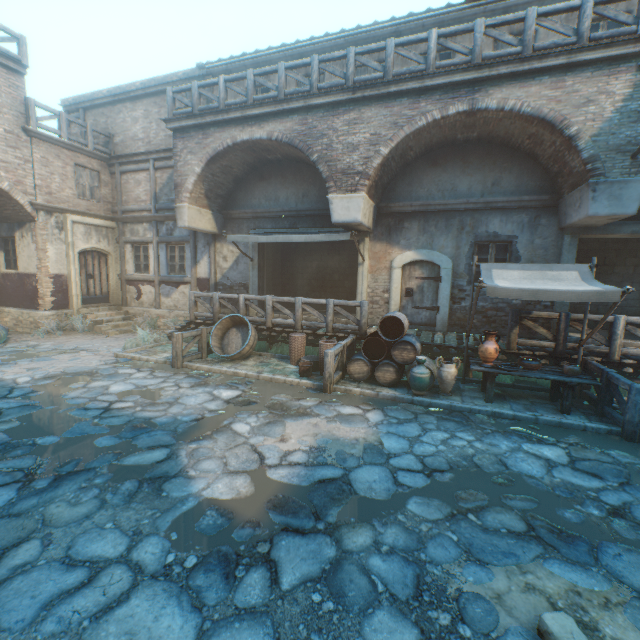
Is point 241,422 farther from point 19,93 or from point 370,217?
point 19,93

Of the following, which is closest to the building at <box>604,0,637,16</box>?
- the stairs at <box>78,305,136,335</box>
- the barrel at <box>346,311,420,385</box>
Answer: the barrel at <box>346,311,420,385</box>

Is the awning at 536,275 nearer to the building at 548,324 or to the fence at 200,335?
the building at 548,324

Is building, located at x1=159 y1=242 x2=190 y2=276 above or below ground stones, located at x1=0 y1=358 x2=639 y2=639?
above

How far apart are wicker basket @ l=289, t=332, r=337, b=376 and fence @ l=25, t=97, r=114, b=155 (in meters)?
11.80

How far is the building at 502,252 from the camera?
9.5m

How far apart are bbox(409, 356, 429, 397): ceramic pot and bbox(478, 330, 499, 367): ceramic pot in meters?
1.1 m

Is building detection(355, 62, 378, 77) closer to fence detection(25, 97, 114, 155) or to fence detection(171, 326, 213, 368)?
fence detection(25, 97, 114, 155)
